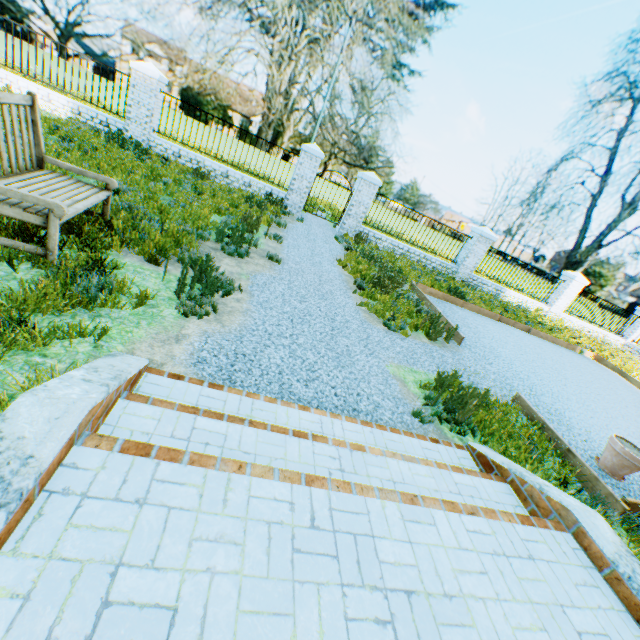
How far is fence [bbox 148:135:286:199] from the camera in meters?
10.9 m

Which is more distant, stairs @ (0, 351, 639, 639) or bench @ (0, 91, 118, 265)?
bench @ (0, 91, 118, 265)

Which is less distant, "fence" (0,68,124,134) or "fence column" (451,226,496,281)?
"fence" (0,68,124,134)

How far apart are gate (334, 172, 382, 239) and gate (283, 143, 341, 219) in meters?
1.3 m

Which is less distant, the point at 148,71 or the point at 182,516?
the point at 182,516

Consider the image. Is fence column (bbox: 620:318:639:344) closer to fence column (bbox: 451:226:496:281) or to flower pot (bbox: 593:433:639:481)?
fence column (bbox: 451:226:496:281)

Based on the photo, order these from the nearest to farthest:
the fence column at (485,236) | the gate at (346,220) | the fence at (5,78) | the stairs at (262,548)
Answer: the stairs at (262,548) → the fence at (5,78) → the gate at (346,220) → the fence column at (485,236)

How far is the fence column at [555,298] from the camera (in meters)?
15.02
